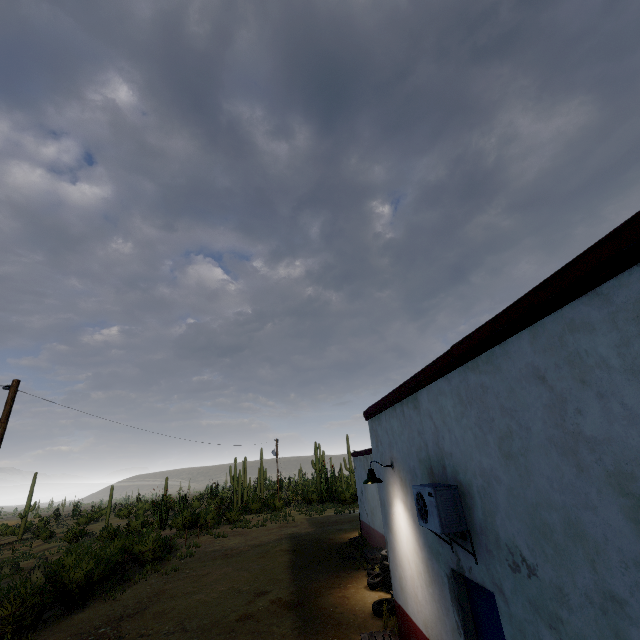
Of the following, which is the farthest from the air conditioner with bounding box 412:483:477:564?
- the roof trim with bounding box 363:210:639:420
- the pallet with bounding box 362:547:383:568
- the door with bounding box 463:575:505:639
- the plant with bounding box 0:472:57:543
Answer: the plant with bounding box 0:472:57:543

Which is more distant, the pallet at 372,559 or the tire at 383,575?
the pallet at 372,559

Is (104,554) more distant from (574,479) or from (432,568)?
(574,479)

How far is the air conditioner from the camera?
4.22m

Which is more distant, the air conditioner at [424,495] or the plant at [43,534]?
the plant at [43,534]

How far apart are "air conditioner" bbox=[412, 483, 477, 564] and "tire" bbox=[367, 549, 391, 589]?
6.82m

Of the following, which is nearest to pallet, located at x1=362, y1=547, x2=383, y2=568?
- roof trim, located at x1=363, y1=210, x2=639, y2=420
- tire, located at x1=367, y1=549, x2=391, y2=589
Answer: tire, located at x1=367, y1=549, x2=391, y2=589

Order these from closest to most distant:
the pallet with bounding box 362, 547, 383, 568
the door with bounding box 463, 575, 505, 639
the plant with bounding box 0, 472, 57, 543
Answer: the door with bounding box 463, 575, 505, 639
the pallet with bounding box 362, 547, 383, 568
the plant with bounding box 0, 472, 57, 543
